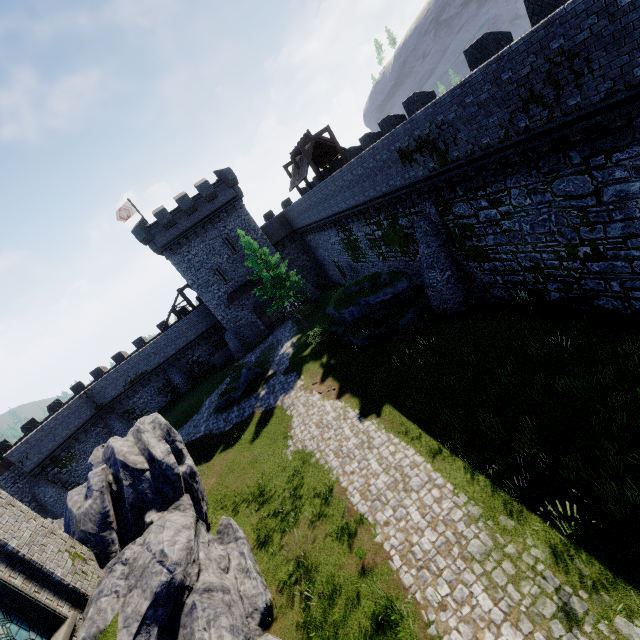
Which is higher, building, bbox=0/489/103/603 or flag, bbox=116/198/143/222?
flag, bbox=116/198/143/222

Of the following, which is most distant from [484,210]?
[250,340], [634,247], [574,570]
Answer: [250,340]

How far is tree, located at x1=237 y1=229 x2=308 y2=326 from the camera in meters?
27.9 m

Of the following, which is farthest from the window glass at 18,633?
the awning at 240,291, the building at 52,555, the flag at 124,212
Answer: the flag at 124,212

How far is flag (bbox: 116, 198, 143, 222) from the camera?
36.3 meters

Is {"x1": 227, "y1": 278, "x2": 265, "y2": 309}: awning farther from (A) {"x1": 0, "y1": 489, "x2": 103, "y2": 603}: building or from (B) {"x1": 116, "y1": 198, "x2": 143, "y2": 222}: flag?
(A) {"x1": 0, "y1": 489, "x2": 103, "y2": 603}: building

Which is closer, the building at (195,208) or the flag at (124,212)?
the building at (195,208)

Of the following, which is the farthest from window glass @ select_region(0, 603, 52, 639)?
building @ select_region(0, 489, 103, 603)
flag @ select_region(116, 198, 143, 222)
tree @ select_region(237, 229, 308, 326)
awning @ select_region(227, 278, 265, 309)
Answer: flag @ select_region(116, 198, 143, 222)
